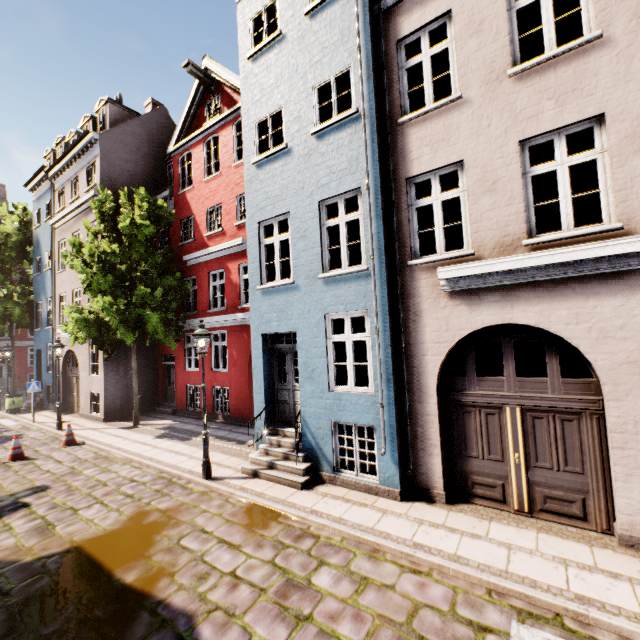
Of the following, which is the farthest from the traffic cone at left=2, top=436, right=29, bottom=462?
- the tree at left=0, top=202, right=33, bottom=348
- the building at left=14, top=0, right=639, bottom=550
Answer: the tree at left=0, top=202, right=33, bottom=348

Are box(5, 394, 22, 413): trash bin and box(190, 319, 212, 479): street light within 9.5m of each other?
no

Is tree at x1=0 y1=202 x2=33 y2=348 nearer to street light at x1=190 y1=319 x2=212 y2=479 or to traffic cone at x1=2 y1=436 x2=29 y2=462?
traffic cone at x1=2 y1=436 x2=29 y2=462

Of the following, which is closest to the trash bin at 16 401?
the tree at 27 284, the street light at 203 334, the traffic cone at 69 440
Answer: the tree at 27 284

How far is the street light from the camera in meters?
7.8 m

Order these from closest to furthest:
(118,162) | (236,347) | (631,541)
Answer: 1. (631,541)
2. (236,347)
3. (118,162)

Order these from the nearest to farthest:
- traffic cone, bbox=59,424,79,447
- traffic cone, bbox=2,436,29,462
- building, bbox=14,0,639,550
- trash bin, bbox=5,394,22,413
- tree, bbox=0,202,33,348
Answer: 1. building, bbox=14,0,639,550
2. traffic cone, bbox=2,436,29,462
3. traffic cone, bbox=59,424,79,447
4. trash bin, bbox=5,394,22,413
5. tree, bbox=0,202,33,348

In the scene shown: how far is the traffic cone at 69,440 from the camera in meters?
11.4
